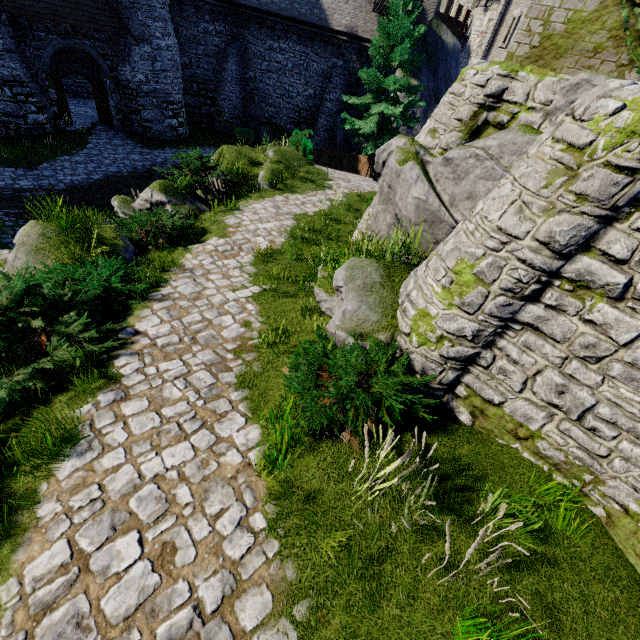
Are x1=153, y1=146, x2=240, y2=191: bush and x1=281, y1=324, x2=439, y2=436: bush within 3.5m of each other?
no

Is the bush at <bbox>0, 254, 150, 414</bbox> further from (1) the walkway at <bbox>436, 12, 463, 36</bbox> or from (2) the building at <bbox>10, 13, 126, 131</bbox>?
(1) the walkway at <bbox>436, 12, 463, 36</bbox>

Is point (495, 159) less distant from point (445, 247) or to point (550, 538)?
point (445, 247)

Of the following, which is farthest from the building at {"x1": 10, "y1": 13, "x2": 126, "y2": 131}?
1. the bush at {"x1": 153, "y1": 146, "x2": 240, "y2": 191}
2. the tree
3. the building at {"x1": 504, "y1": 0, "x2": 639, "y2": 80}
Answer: the building at {"x1": 504, "y1": 0, "x2": 639, "y2": 80}

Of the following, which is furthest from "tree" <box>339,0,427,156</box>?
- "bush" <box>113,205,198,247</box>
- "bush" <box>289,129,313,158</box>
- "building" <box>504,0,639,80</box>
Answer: "bush" <box>113,205,198,247</box>

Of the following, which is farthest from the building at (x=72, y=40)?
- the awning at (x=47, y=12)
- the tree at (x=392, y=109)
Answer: the tree at (x=392, y=109)

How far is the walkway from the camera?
25.0m

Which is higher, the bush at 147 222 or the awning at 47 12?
the awning at 47 12
